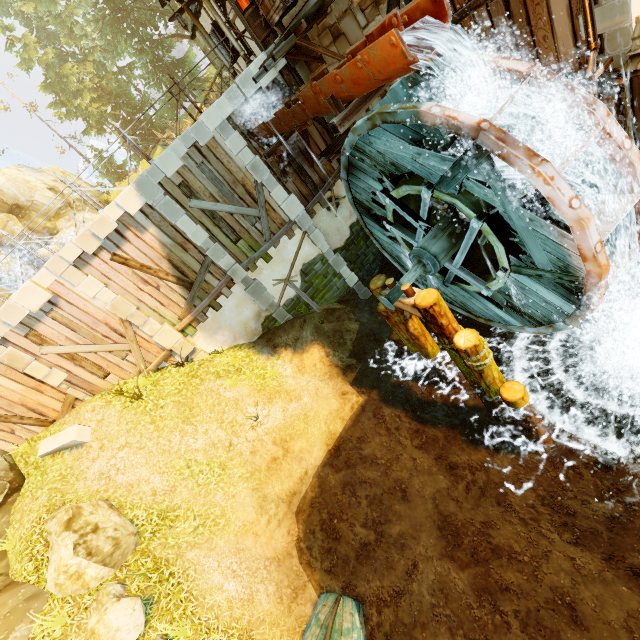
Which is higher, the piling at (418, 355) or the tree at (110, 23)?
the tree at (110, 23)

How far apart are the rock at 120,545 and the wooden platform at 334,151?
12.09m

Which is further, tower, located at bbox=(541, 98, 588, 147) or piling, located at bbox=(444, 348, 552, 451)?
piling, located at bbox=(444, 348, 552, 451)

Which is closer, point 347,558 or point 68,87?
point 347,558

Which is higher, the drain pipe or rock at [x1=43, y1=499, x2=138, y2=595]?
the drain pipe

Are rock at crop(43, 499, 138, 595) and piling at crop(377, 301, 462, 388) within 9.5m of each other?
yes

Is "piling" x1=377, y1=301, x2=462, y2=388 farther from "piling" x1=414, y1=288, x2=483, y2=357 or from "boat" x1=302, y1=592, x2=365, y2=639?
"boat" x1=302, y1=592, x2=365, y2=639

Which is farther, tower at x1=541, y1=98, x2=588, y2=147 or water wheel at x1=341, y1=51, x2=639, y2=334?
tower at x1=541, y1=98, x2=588, y2=147
